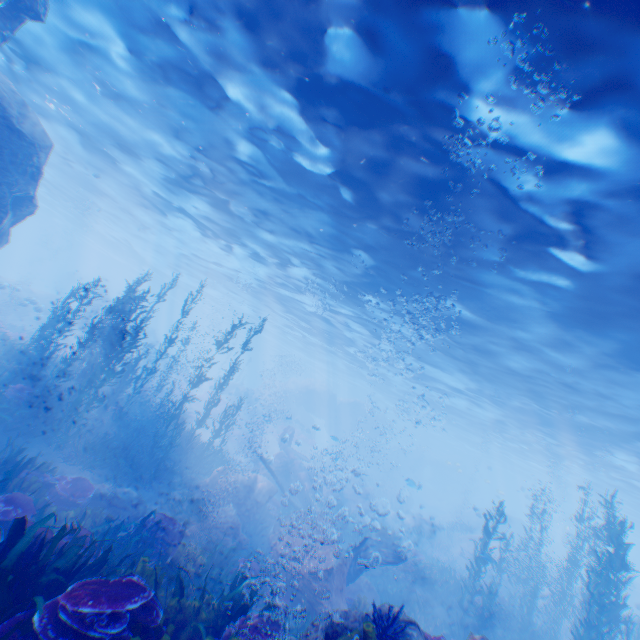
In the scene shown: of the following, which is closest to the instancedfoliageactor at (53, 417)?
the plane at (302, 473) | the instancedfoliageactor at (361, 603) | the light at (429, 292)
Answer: the plane at (302, 473)

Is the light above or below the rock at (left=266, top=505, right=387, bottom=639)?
above

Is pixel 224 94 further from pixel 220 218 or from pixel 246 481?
pixel 246 481

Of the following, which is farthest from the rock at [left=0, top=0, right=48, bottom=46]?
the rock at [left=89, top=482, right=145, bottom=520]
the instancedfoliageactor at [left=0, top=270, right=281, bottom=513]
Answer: the rock at [left=89, top=482, right=145, bottom=520]

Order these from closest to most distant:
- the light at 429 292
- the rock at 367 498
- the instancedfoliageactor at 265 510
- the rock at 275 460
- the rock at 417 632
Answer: the rock at 417 632
the light at 429 292
the instancedfoliageactor at 265 510
the rock at 275 460
the rock at 367 498

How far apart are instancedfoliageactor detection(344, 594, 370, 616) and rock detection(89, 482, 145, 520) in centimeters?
748cm

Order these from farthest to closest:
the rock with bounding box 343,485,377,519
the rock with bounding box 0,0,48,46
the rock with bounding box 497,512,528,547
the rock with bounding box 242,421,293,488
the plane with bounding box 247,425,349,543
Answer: the rock with bounding box 497,512,528,547, the rock with bounding box 343,485,377,519, the rock with bounding box 242,421,293,488, the plane with bounding box 247,425,349,543, the rock with bounding box 0,0,48,46
